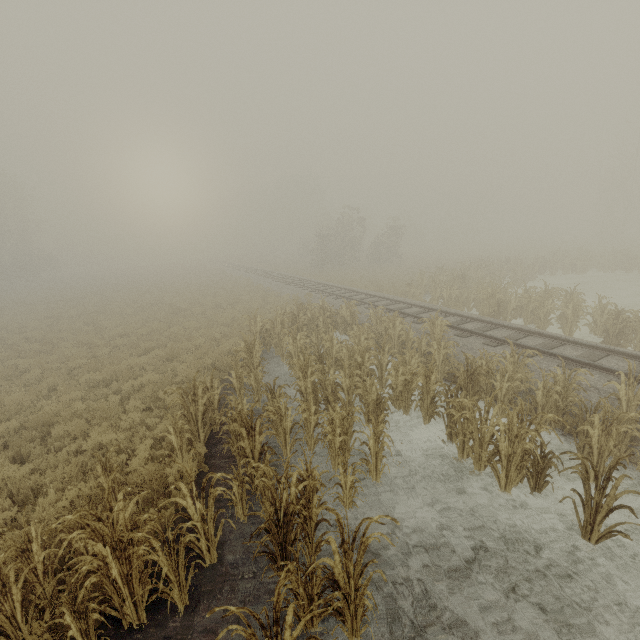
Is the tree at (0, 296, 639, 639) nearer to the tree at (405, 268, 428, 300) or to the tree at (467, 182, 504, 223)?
the tree at (405, 268, 428, 300)

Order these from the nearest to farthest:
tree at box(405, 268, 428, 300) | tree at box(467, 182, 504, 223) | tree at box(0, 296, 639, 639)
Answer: tree at box(0, 296, 639, 639) → tree at box(405, 268, 428, 300) → tree at box(467, 182, 504, 223)

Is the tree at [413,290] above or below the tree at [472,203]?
below

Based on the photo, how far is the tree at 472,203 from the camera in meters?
55.0 m

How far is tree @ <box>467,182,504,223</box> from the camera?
55.0 meters

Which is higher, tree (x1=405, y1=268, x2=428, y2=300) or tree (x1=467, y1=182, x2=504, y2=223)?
tree (x1=467, y1=182, x2=504, y2=223)

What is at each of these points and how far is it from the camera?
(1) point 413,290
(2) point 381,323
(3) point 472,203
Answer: (1) tree, 20.9 meters
(2) tree, 13.4 meters
(3) tree, 58.8 meters

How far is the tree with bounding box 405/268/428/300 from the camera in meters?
20.7
